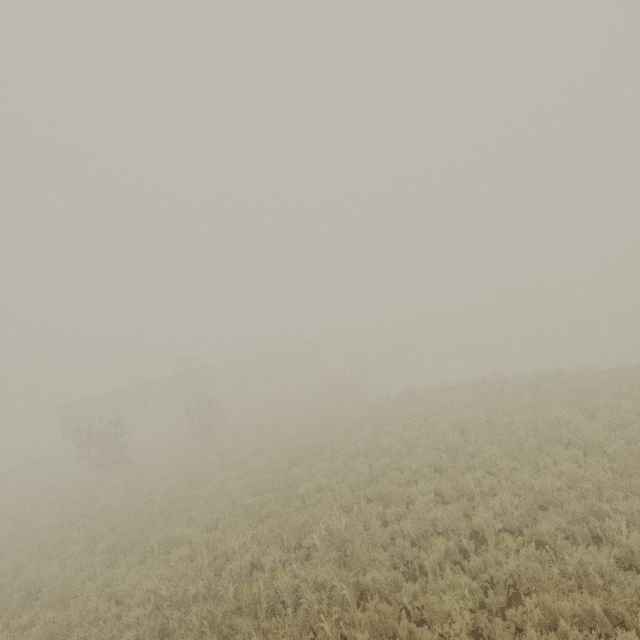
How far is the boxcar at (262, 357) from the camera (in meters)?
45.00

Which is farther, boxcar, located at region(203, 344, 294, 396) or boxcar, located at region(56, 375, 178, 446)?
boxcar, located at region(203, 344, 294, 396)

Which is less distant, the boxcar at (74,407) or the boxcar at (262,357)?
the boxcar at (74,407)

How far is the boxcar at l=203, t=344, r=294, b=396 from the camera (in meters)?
45.00

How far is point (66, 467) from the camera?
25.83m
